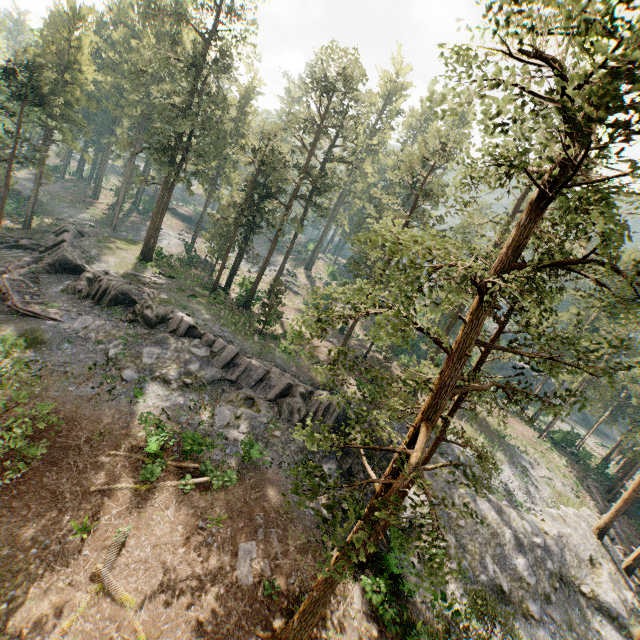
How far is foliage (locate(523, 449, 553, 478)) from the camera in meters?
34.2 m

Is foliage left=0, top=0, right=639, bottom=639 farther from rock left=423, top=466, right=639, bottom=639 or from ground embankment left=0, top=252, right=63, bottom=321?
ground embankment left=0, top=252, right=63, bottom=321

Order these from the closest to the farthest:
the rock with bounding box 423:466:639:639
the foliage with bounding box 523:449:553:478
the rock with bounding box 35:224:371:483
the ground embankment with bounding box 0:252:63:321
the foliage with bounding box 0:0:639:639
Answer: the foliage with bounding box 0:0:639:639 < the rock with bounding box 423:466:639:639 < the rock with bounding box 35:224:371:483 < the ground embankment with bounding box 0:252:63:321 < the foliage with bounding box 523:449:553:478

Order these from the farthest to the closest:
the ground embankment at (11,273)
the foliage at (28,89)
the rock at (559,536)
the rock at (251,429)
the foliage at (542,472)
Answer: the foliage at (542,472), the ground embankment at (11,273), the rock at (251,429), the rock at (559,536), the foliage at (28,89)

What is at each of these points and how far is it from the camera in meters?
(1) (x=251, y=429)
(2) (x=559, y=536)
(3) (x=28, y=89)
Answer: (1) rock, 23.8
(2) rock, 26.3
(3) foliage, 31.5

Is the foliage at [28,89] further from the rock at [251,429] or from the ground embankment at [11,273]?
the ground embankment at [11,273]

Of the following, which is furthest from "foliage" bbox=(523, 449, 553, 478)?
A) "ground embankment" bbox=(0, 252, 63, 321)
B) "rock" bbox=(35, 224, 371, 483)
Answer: "ground embankment" bbox=(0, 252, 63, 321)
